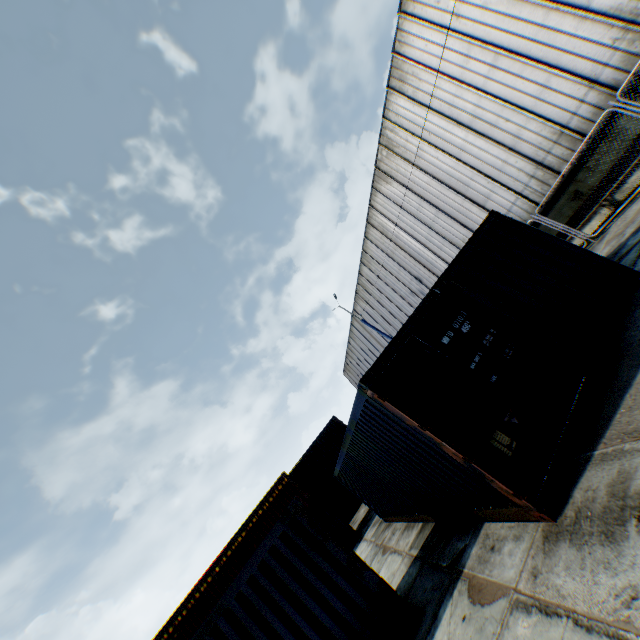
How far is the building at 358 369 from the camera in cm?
3332

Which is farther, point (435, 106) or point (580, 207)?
point (435, 106)

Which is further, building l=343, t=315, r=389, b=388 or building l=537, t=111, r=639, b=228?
building l=343, t=315, r=389, b=388

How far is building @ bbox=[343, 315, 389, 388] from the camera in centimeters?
3332cm

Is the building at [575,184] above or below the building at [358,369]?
below

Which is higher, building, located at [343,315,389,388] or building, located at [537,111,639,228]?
building, located at [343,315,389,388]

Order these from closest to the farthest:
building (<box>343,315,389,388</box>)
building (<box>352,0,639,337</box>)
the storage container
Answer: the storage container < building (<box>352,0,639,337</box>) < building (<box>343,315,389,388</box>)
